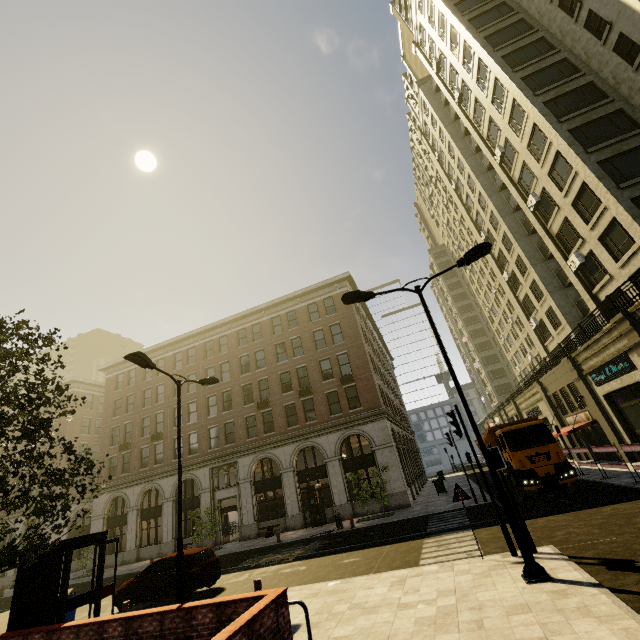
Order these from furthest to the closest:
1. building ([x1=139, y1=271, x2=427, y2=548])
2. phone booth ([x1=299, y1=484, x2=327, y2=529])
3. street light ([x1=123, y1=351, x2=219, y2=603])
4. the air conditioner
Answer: building ([x1=139, y1=271, x2=427, y2=548]) < phone booth ([x1=299, y1=484, x2=327, y2=529]) < the air conditioner < street light ([x1=123, y1=351, x2=219, y2=603])

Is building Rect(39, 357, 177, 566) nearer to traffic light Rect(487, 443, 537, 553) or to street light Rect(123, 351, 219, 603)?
traffic light Rect(487, 443, 537, 553)

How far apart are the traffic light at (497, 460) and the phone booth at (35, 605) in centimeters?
1065cm

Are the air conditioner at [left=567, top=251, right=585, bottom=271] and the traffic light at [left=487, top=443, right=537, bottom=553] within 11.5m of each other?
no

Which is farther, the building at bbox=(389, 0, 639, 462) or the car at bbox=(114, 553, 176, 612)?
the building at bbox=(389, 0, 639, 462)

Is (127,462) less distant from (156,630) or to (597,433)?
(156,630)

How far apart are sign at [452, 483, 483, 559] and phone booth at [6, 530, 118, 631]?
9.5 meters

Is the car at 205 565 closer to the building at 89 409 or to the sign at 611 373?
the building at 89 409
